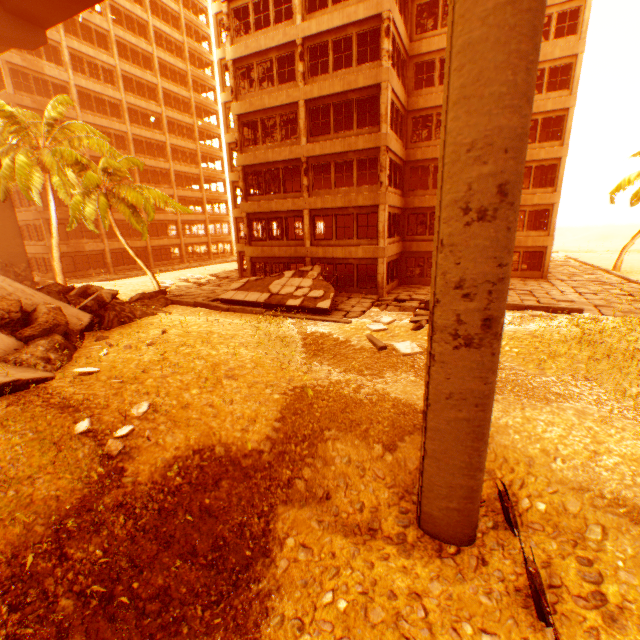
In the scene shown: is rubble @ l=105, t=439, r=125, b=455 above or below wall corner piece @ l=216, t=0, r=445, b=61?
Result: below

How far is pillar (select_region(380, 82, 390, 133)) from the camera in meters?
16.8 m

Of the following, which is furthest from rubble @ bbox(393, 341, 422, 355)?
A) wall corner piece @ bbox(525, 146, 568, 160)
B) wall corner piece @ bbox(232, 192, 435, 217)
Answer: wall corner piece @ bbox(525, 146, 568, 160)

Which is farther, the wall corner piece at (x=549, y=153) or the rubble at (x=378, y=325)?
the wall corner piece at (x=549, y=153)

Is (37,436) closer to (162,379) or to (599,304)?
(162,379)

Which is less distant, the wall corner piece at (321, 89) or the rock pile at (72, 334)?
the rock pile at (72, 334)

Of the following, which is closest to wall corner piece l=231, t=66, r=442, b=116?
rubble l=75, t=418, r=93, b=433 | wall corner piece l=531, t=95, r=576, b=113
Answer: wall corner piece l=531, t=95, r=576, b=113

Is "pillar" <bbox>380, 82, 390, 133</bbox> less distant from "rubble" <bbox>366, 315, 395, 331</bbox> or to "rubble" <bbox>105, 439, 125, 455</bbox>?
"rubble" <bbox>366, 315, 395, 331</bbox>
